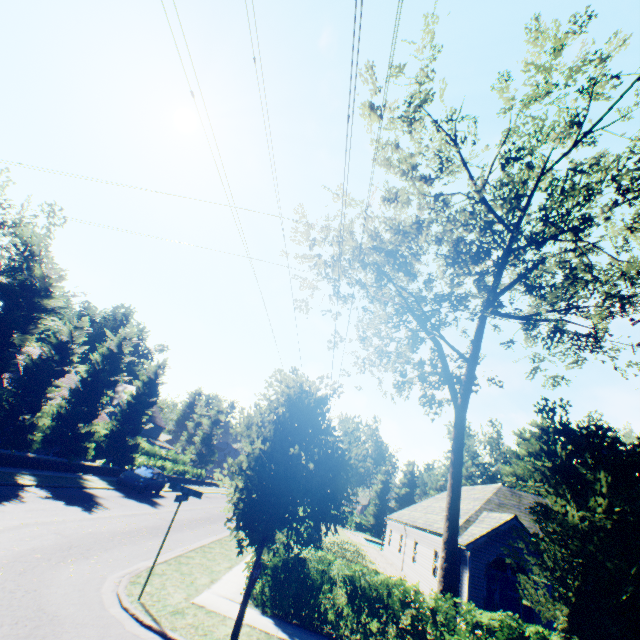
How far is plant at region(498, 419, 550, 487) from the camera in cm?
5066

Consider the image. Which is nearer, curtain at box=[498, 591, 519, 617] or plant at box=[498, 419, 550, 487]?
curtain at box=[498, 591, 519, 617]

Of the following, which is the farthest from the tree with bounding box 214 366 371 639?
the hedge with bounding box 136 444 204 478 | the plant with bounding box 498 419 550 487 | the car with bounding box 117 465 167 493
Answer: the car with bounding box 117 465 167 493

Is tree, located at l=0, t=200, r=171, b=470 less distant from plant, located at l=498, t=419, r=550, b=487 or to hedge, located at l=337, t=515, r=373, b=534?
hedge, located at l=337, t=515, r=373, b=534

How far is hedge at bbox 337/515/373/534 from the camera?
57.62m

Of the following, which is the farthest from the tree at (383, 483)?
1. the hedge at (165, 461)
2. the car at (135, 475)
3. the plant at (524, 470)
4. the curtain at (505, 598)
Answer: the curtain at (505, 598)

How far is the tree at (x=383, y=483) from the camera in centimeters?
5600cm

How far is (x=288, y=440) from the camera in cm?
830
